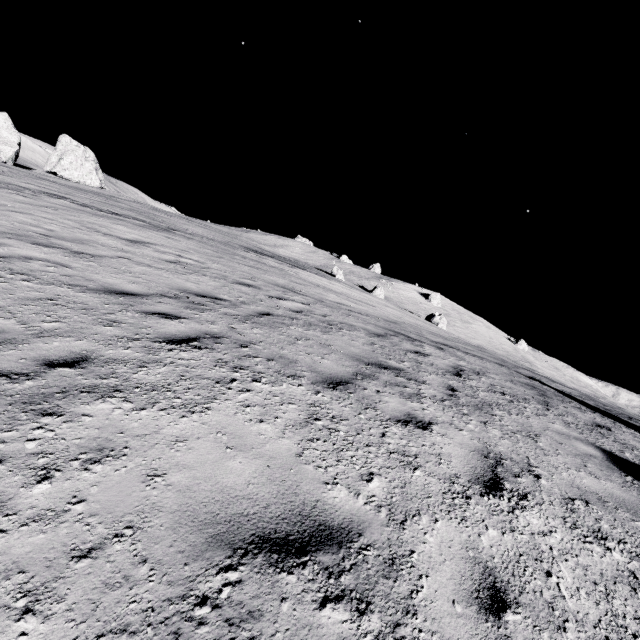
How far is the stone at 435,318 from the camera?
45.3 meters

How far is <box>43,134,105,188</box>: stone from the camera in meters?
45.6

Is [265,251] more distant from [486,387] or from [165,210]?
[165,210]

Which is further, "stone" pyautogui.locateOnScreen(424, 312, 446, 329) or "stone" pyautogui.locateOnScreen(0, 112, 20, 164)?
"stone" pyautogui.locateOnScreen(424, 312, 446, 329)

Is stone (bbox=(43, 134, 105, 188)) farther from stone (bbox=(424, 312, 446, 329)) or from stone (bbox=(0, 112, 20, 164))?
stone (bbox=(424, 312, 446, 329))

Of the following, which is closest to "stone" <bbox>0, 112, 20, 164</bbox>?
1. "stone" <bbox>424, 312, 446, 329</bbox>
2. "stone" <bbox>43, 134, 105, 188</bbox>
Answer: "stone" <bbox>43, 134, 105, 188</bbox>

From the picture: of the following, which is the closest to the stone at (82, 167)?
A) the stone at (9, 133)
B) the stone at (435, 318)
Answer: the stone at (9, 133)
